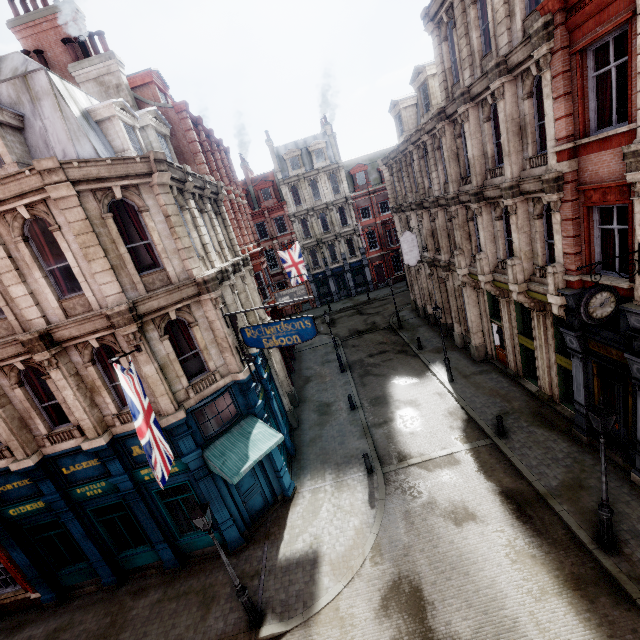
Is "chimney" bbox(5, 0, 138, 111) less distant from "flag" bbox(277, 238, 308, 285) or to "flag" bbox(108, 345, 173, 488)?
"flag" bbox(277, 238, 308, 285)

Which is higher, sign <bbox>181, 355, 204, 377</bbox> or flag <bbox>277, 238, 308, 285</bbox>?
flag <bbox>277, 238, 308, 285</bbox>

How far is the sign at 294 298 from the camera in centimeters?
1079cm

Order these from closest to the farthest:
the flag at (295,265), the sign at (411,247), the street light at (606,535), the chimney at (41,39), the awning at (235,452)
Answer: the street light at (606,535)
the awning at (235,452)
the chimney at (41,39)
the sign at (411,247)
the flag at (295,265)

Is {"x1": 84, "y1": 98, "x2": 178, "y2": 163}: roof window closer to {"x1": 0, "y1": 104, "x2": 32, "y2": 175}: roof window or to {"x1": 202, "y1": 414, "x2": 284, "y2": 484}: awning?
{"x1": 0, "y1": 104, "x2": 32, "y2": 175}: roof window

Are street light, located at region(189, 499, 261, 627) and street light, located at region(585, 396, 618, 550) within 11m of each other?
yes

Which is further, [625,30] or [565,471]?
[565,471]

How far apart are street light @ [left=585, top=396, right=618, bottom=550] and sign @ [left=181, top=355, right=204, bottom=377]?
11.6m
